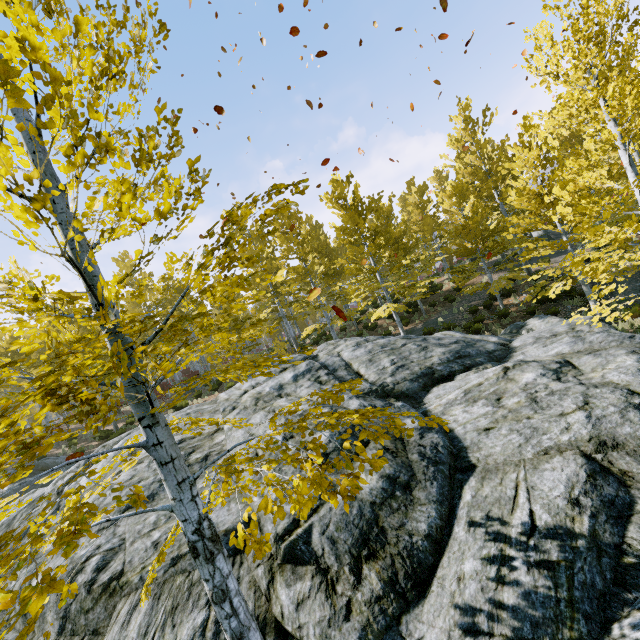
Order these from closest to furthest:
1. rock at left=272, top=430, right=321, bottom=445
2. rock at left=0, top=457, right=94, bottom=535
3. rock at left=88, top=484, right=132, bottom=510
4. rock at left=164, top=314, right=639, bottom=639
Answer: rock at left=164, top=314, right=639, bottom=639 < rock at left=272, top=430, right=321, bottom=445 < rock at left=88, top=484, right=132, bottom=510 < rock at left=0, top=457, right=94, bottom=535

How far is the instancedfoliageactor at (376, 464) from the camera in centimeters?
207cm

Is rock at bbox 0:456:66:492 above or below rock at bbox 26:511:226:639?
above

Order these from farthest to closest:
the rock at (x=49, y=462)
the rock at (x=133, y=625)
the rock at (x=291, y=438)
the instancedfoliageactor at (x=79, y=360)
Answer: the rock at (x=49, y=462)
the rock at (x=291, y=438)
the rock at (x=133, y=625)
the instancedfoliageactor at (x=79, y=360)

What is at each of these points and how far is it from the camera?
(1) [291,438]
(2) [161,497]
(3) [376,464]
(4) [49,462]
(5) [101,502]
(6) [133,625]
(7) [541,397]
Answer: (1) rock, 6.92m
(2) rock, 7.12m
(3) instancedfoliageactor, 2.06m
(4) rock, 16.45m
(5) rock, 7.55m
(6) rock, 4.89m
(7) rock, 5.66m

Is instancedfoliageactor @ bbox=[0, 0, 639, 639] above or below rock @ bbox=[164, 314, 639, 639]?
above

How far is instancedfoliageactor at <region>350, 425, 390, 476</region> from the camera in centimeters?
207cm

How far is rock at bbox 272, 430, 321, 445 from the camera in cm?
666
